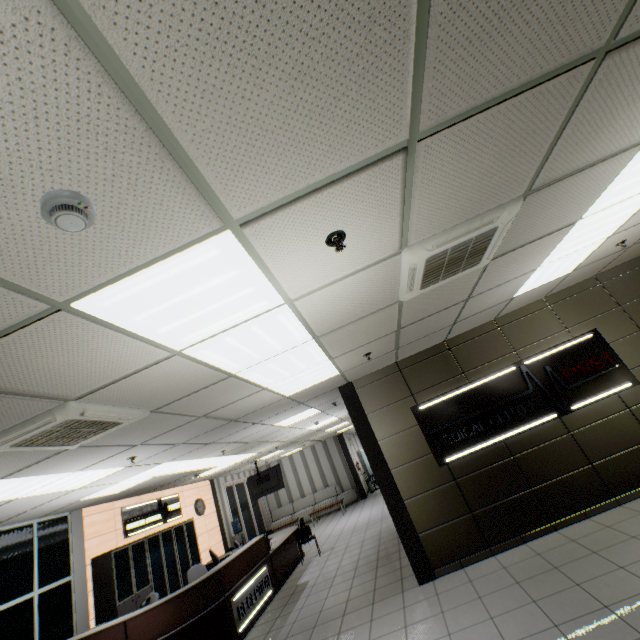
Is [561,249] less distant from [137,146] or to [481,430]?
[481,430]

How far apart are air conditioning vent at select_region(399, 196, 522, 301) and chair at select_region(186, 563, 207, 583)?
7.9m

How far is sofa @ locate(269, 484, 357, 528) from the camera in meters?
15.6

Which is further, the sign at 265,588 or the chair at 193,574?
the chair at 193,574

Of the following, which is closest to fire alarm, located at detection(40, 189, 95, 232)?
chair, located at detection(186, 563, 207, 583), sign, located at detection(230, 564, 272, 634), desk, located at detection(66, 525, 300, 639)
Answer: desk, located at detection(66, 525, 300, 639)

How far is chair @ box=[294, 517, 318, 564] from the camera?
9.07m

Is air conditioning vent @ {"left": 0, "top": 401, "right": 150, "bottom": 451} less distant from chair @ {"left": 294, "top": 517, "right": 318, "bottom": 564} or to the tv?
chair @ {"left": 294, "top": 517, "right": 318, "bottom": 564}

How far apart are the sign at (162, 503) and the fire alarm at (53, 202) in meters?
10.0 m
